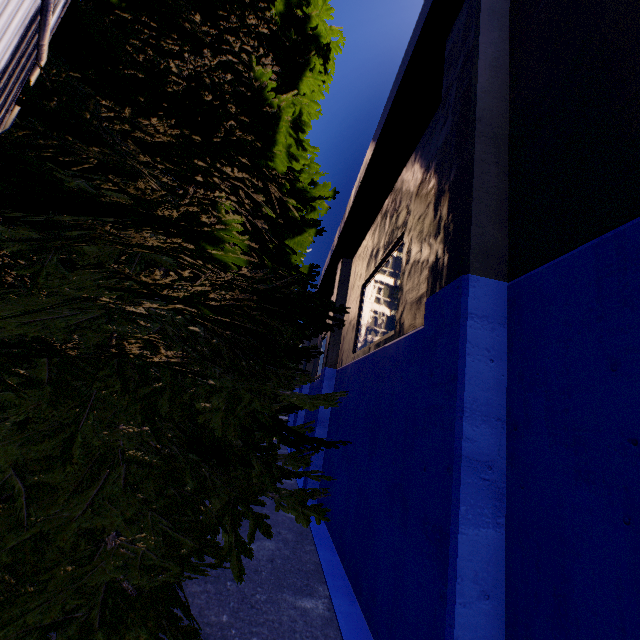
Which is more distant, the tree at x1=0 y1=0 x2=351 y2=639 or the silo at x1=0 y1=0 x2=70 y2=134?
the tree at x1=0 y1=0 x2=351 y2=639

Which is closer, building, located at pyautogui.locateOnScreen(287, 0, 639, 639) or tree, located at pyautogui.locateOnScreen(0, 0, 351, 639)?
building, located at pyautogui.locateOnScreen(287, 0, 639, 639)

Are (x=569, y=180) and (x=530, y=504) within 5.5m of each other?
yes

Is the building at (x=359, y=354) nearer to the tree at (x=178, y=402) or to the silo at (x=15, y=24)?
the tree at (x=178, y=402)

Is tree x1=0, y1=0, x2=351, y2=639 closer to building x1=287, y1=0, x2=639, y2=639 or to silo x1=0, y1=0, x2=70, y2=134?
silo x1=0, y1=0, x2=70, y2=134

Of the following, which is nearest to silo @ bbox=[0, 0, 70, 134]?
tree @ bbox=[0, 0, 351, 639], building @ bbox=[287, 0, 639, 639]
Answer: tree @ bbox=[0, 0, 351, 639]
